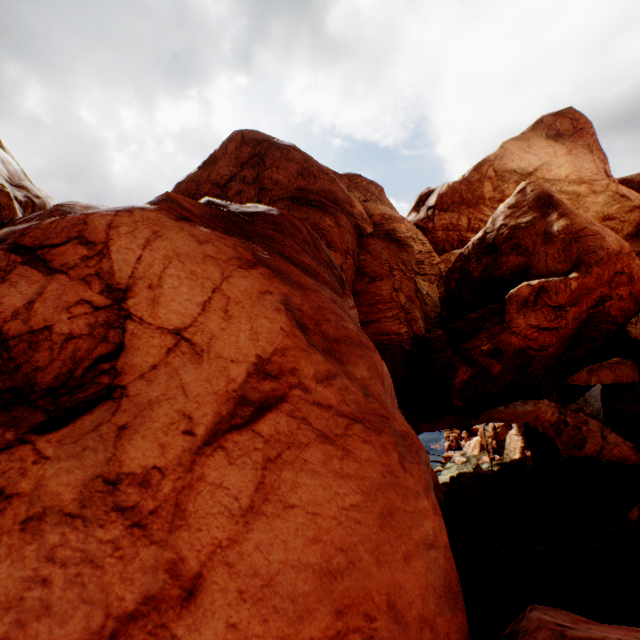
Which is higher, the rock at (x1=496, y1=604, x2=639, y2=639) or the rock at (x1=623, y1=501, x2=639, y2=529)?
the rock at (x1=496, y1=604, x2=639, y2=639)

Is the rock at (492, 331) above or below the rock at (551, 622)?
above

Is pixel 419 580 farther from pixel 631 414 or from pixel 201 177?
pixel 201 177

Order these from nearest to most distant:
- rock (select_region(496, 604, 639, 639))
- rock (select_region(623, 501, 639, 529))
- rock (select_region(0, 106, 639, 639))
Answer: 1. rock (select_region(0, 106, 639, 639))
2. rock (select_region(496, 604, 639, 639))
3. rock (select_region(623, 501, 639, 529))

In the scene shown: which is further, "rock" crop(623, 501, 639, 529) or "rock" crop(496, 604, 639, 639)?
"rock" crop(623, 501, 639, 529)

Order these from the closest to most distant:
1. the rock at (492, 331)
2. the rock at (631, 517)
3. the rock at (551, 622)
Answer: the rock at (492, 331) < the rock at (551, 622) < the rock at (631, 517)
